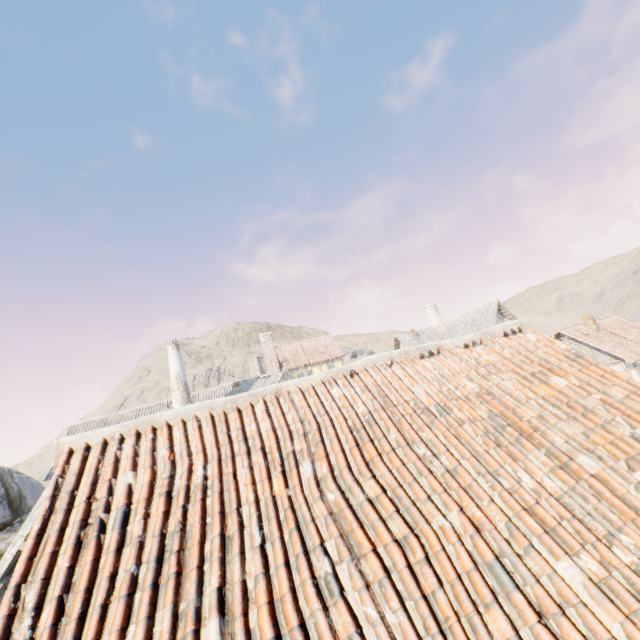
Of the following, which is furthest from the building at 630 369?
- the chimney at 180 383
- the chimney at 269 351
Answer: the chimney at 180 383

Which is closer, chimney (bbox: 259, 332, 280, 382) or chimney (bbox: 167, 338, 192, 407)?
chimney (bbox: 167, 338, 192, 407)

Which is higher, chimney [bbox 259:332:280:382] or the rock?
chimney [bbox 259:332:280:382]

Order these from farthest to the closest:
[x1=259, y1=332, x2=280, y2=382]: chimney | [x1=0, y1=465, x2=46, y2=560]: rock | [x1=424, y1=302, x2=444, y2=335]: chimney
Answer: [x1=259, y1=332, x2=280, y2=382]: chimney → [x1=424, y1=302, x2=444, y2=335]: chimney → [x1=0, y1=465, x2=46, y2=560]: rock

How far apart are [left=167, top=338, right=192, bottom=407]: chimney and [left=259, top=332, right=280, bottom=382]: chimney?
14.45m

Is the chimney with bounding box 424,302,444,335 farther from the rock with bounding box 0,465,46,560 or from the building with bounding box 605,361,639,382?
the rock with bounding box 0,465,46,560

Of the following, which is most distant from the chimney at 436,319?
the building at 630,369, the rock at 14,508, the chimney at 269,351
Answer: the rock at 14,508

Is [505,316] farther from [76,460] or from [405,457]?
[76,460]
